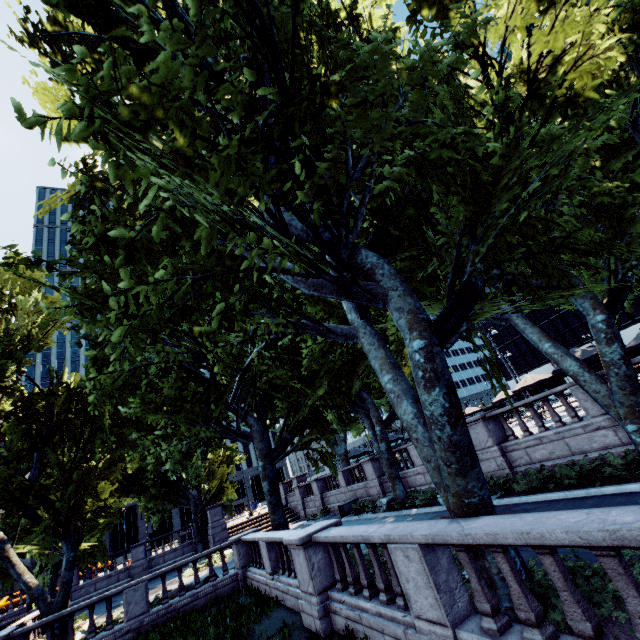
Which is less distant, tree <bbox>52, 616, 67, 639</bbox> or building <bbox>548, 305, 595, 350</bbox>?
tree <bbox>52, 616, 67, 639</bbox>

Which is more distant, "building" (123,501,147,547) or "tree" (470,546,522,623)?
"building" (123,501,147,547)

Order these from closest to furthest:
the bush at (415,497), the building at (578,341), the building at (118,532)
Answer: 1. the bush at (415,497)
2. the building at (118,532)
3. the building at (578,341)

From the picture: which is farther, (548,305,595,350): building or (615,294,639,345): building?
(548,305,595,350): building

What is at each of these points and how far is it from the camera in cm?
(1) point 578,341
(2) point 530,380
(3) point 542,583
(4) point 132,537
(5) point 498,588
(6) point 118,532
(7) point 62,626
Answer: (1) building, 5619
(2) umbrella, 2045
(3) bush, 486
(4) building, 5459
(5) tree, 501
(6) building, 5422
(7) tree, 1420

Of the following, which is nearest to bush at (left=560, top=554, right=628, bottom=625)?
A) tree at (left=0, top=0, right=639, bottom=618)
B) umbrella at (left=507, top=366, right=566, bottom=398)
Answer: tree at (left=0, top=0, right=639, bottom=618)

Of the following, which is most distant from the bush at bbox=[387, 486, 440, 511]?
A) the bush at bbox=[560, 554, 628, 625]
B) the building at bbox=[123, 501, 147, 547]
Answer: the building at bbox=[123, 501, 147, 547]

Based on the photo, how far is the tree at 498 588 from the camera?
4.88m
